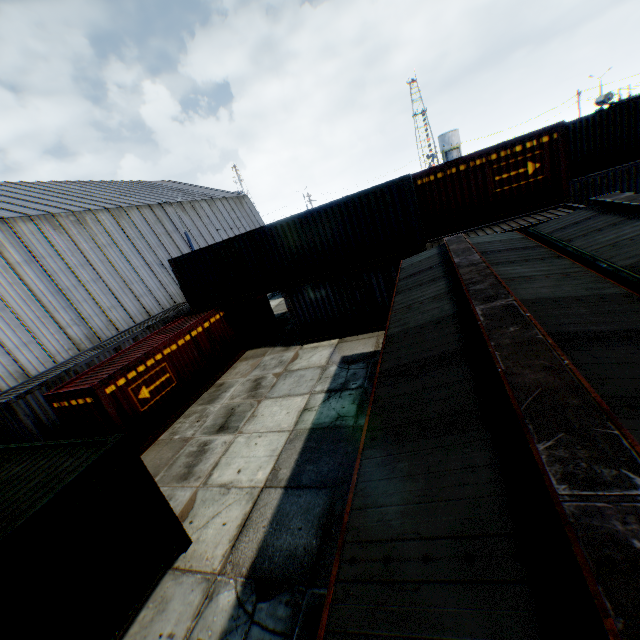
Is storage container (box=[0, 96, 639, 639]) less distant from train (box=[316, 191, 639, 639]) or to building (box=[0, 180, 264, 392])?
train (box=[316, 191, 639, 639])

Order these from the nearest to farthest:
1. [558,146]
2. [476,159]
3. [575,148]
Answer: [558,146] → [476,159] → [575,148]

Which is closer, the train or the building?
the train

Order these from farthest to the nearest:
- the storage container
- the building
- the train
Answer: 1. the building
2. the storage container
3. the train

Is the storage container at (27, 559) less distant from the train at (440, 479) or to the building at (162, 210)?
the train at (440, 479)
